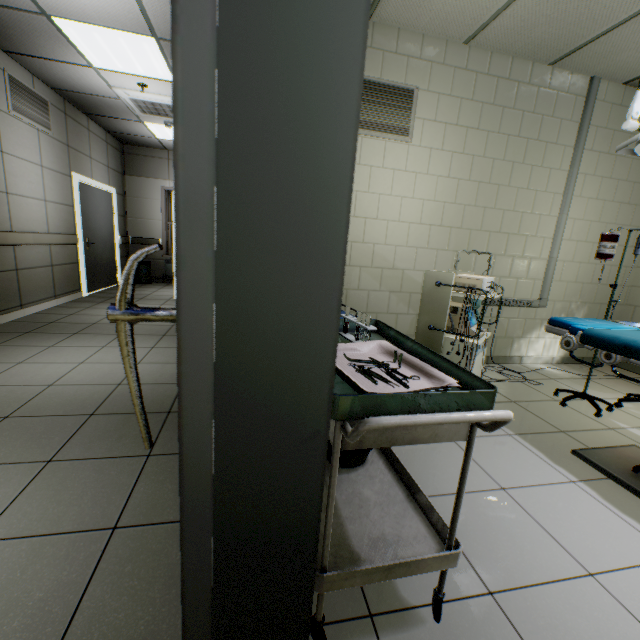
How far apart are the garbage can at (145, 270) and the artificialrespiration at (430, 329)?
7.5m

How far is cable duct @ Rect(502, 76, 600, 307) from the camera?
3.5m

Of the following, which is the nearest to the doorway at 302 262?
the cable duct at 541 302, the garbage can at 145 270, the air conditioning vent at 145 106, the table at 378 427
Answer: the table at 378 427

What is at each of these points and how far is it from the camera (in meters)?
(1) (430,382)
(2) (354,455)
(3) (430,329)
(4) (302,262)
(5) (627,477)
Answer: (1) tray, 1.10
(2) tray, 1.48
(3) artificialrespiration, 2.44
(4) doorway, 0.57
(5) operating table, 1.98

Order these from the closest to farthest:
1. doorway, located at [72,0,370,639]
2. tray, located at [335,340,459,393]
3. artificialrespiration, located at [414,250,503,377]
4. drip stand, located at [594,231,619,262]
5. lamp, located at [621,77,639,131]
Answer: doorway, located at [72,0,370,639] < tray, located at [335,340,459,393] < lamp, located at [621,77,639,131] < artificialrespiration, located at [414,250,503,377] < drip stand, located at [594,231,619,262]

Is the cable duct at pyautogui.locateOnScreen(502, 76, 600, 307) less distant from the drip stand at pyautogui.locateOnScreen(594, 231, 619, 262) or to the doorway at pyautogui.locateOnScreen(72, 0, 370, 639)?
the drip stand at pyautogui.locateOnScreen(594, 231, 619, 262)

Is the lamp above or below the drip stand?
above

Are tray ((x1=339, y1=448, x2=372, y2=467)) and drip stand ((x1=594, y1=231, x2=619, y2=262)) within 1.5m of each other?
no
